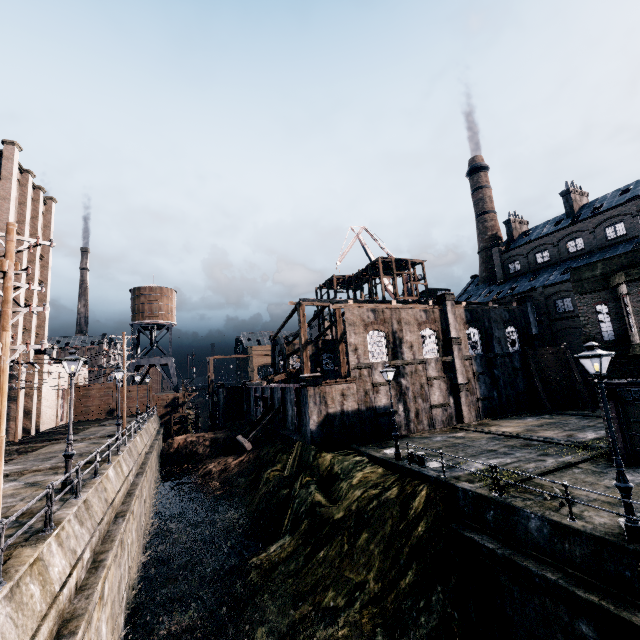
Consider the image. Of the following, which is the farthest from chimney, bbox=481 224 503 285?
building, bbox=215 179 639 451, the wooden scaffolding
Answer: the wooden scaffolding

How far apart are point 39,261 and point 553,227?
71.0m

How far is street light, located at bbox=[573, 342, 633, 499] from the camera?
9.6 meters

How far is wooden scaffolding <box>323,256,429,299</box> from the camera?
49.3 meters

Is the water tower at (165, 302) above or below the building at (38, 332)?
above

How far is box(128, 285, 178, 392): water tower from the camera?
56.6m

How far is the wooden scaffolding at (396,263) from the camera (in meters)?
49.31

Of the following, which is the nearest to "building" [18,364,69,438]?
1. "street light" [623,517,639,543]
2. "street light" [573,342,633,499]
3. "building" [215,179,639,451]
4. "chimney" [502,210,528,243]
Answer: "building" [215,179,639,451]
